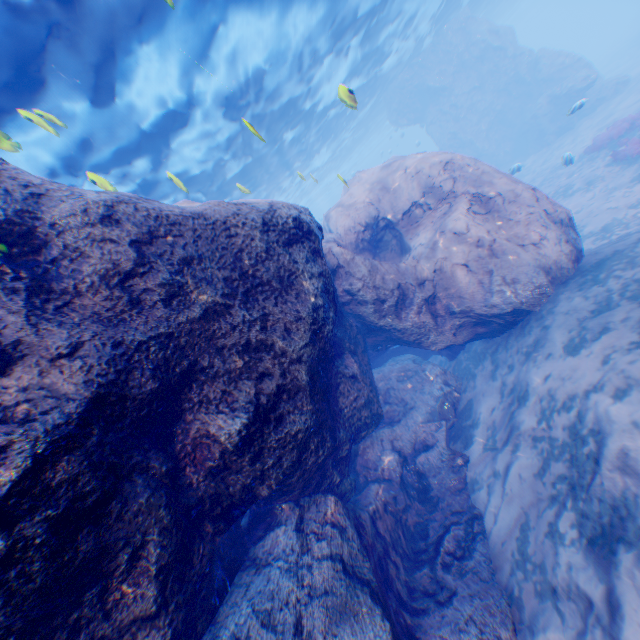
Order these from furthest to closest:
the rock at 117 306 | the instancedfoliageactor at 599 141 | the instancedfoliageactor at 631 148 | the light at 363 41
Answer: the instancedfoliageactor at 599 141
the instancedfoliageactor at 631 148
the light at 363 41
the rock at 117 306

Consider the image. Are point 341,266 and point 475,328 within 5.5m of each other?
yes

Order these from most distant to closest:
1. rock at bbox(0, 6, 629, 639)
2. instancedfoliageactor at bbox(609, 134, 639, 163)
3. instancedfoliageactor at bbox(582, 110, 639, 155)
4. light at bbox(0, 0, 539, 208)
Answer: instancedfoliageactor at bbox(582, 110, 639, 155)
instancedfoliageactor at bbox(609, 134, 639, 163)
light at bbox(0, 0, 539, 208)
rock at bbox(0, 6, 629, 639)

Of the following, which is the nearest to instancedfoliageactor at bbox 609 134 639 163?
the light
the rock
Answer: the rock

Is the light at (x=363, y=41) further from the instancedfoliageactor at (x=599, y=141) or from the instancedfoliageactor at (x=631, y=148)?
the instancedfoliageactor at (x=599, y=141)

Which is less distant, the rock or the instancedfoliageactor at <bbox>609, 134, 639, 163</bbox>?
the rock

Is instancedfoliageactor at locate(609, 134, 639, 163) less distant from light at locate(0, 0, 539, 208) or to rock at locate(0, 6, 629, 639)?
rock at locate(0, 6, 629, 639)

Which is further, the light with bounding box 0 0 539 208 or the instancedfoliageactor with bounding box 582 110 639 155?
the instancedfoliageactor with bounding box 582 110 639 155
